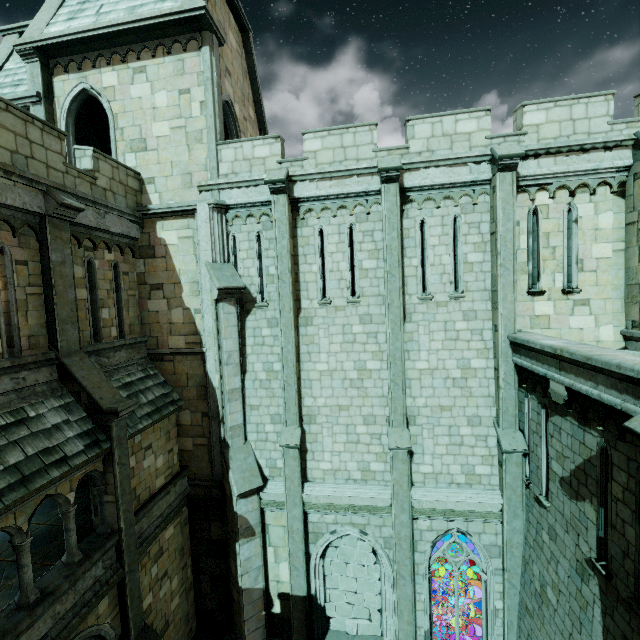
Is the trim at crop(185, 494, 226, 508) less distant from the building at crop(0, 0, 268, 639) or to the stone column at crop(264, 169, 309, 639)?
the building at crop(0, 0, 268, 639)

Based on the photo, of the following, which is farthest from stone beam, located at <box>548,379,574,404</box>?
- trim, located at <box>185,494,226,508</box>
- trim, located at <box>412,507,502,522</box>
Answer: trim, located at <box>185,494,226,508</box>

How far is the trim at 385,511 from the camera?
10.05m

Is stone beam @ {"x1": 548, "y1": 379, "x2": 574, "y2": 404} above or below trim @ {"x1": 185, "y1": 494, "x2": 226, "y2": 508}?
above

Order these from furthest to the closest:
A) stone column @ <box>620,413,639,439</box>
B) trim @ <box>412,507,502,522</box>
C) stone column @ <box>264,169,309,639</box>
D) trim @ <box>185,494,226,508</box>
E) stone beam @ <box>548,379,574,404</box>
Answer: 1. trim @ <box>185,494,226,508</box>
2. stone column @ <box>264,169,309,639</box>
3. trim @ <box>412,507,502,522</box>
4. stone beam @ <box>548,379,574,404</box>
5. stone column @ <box>620,413,639,439</box>

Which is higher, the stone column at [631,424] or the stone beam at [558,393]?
Answer: the stone column at [631,424]

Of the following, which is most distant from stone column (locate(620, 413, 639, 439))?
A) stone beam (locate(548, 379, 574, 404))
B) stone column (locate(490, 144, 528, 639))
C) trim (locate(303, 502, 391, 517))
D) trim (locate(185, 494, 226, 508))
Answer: trim (locate(185, 494, 226, 508))

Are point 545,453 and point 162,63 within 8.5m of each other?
no
